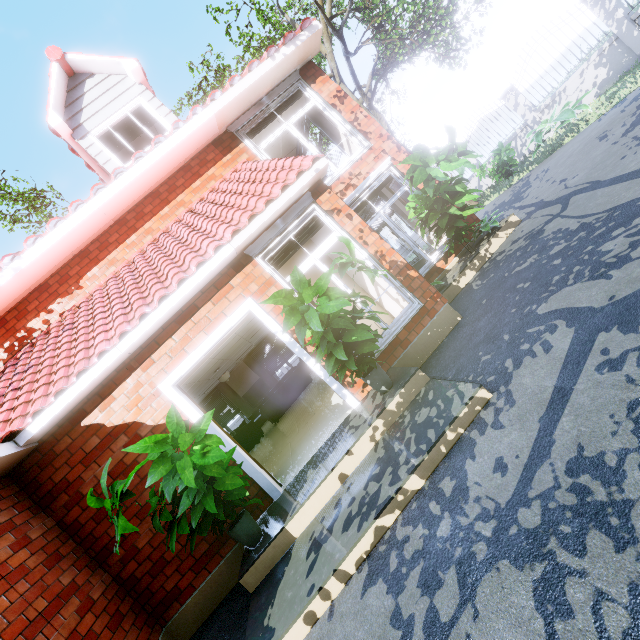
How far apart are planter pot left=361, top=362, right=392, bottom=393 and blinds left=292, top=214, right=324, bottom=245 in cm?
155

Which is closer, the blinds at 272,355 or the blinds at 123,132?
the blinds at 123,132

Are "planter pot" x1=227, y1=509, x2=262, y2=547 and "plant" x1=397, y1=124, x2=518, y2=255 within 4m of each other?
no

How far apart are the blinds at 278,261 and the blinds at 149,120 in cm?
492

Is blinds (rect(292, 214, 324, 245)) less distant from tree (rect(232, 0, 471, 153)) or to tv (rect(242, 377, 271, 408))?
tree (rect(232, 0, 471, 153))

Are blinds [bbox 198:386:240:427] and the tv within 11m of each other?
yes

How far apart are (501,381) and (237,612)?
3.82m

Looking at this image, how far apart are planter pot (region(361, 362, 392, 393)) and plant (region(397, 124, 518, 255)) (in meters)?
4.89
